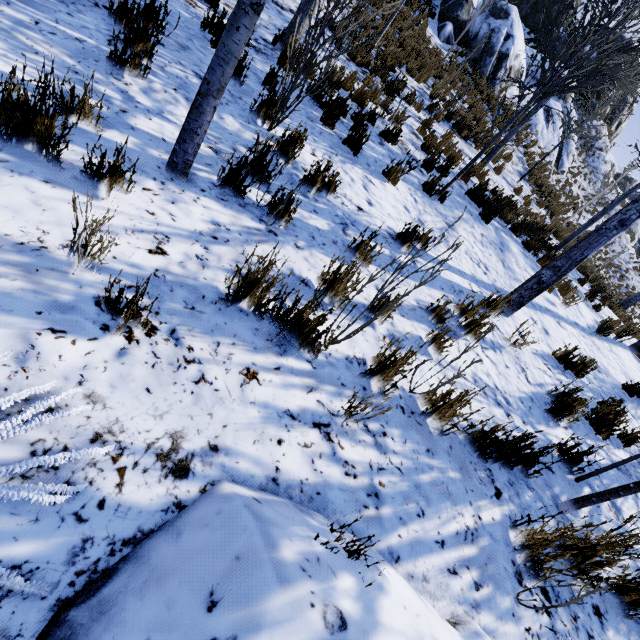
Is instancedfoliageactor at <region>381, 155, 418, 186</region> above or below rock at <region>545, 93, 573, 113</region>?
below

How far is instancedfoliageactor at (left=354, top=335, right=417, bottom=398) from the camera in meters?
2.2 m

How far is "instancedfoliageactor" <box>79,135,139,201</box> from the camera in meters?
2.0 m

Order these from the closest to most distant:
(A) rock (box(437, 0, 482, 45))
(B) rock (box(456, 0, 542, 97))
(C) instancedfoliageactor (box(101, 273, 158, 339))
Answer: (C) instancedfoliageactor (box(101, 273, 158, 339))
(A) rock (box(437, 0, 482, 45))
(B) rock (box(456, 0, 542, 97))

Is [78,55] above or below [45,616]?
above

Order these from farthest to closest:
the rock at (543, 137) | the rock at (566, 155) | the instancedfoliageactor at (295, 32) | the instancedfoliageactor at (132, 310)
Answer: the rock at (566, 155)
the rock at (543, 137)
the instancedfoliageactor at (295, 32)
the instancedfoliageactor at (132, 310)

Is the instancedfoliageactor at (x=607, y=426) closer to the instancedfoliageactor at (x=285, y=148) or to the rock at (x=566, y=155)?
the instancedfoliageactor at (x=285, y=148)

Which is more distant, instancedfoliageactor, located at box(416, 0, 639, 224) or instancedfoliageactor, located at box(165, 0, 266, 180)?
instancedfoliageactor, located at box(416, 0, 639, 224)
